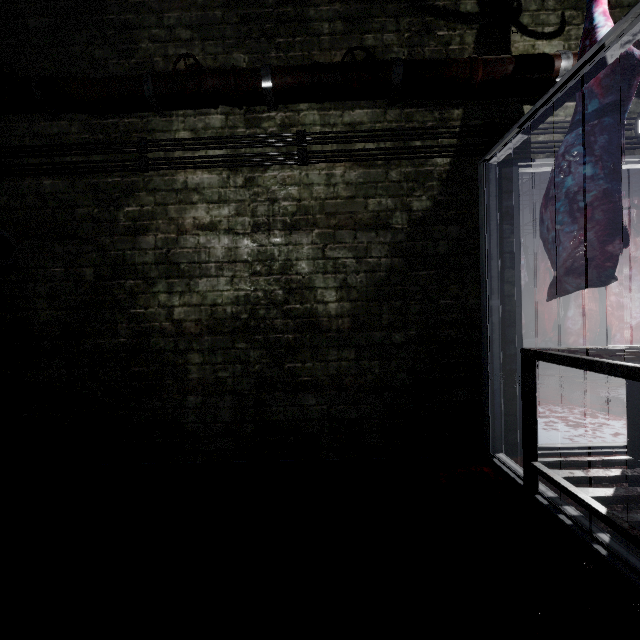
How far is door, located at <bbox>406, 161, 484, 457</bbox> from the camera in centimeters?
216cm

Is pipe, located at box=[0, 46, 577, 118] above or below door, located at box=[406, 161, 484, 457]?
above

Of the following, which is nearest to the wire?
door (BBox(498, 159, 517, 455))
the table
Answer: door (BBox(498, 159, 517, 455))

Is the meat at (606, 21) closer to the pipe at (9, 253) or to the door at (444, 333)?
the door at (444, 333)

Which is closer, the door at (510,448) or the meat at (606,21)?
the meat at (606,21)

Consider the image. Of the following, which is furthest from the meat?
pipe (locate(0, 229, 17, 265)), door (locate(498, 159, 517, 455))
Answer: pipe (locate(0, 229, 17, 265))

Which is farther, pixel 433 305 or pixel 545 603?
pixel 433 305

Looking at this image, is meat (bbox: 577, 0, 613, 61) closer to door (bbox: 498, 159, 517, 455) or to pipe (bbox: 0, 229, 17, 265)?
door (bbox: 498, 159, 517, 455)
